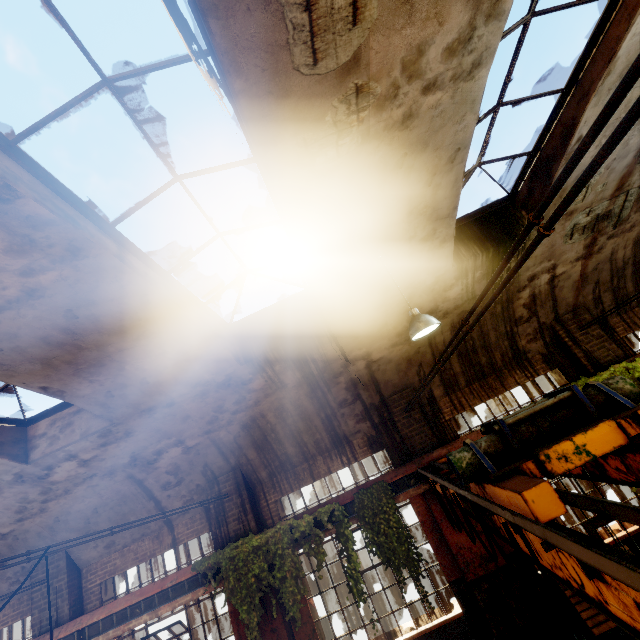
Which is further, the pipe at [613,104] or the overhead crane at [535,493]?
the overhead crane at [535,493]

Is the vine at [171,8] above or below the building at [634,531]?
above

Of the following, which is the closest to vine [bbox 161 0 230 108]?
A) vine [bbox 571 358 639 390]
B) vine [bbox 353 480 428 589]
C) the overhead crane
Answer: the overhead crane

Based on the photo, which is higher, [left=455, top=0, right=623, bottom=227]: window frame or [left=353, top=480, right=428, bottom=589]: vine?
[left=455, top=0, right=623, bottom=227]: window frame

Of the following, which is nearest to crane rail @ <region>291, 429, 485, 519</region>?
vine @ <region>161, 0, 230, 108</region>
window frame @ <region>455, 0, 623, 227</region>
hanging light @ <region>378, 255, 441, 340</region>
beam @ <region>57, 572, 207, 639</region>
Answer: beam @ <region>57, 572, 207, 639</region>

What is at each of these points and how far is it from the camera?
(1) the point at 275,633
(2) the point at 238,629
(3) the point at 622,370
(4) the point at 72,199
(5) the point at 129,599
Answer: (1) building, 6.98m
(2) building, 7.44m
(3) vine, 7.36m
(4) window frame, 3.48m
(5) crane rail, 7.47m

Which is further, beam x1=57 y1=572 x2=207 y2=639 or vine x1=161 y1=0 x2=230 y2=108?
beam x1=57 y1=572 x2=207 y2=639

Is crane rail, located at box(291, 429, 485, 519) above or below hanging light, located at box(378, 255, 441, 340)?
below
